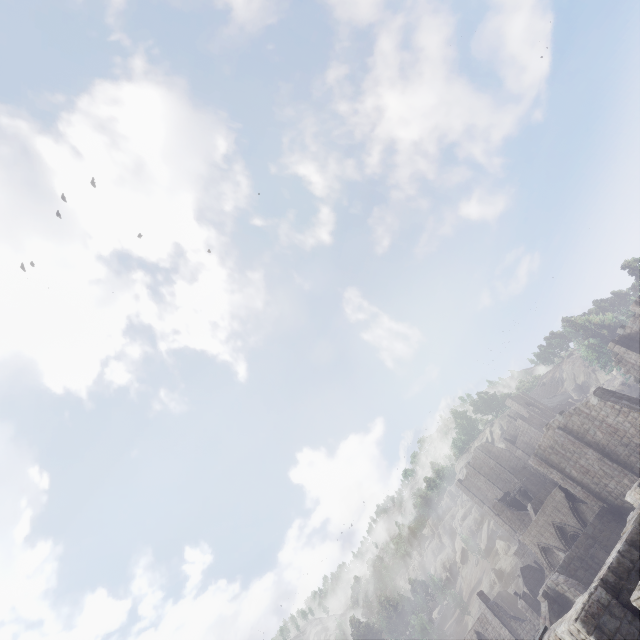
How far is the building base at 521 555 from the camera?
50.79m

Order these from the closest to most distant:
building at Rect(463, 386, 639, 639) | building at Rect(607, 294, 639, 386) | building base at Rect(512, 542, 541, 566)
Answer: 1. building at Rect(463, 386, 639, 639)
2. building at Rect(607, 294, 639, 386)
3. building base at Rect(512, 542, 541, 566)

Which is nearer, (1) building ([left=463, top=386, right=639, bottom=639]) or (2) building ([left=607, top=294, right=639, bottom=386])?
(1) building ([left=463, top=386, right=639, bottom=639])

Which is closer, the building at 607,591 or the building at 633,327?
the building at 607,591

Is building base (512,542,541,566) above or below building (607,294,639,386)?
below

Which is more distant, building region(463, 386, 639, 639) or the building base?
the building base

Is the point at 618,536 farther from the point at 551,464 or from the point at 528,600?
the point at 528,600
